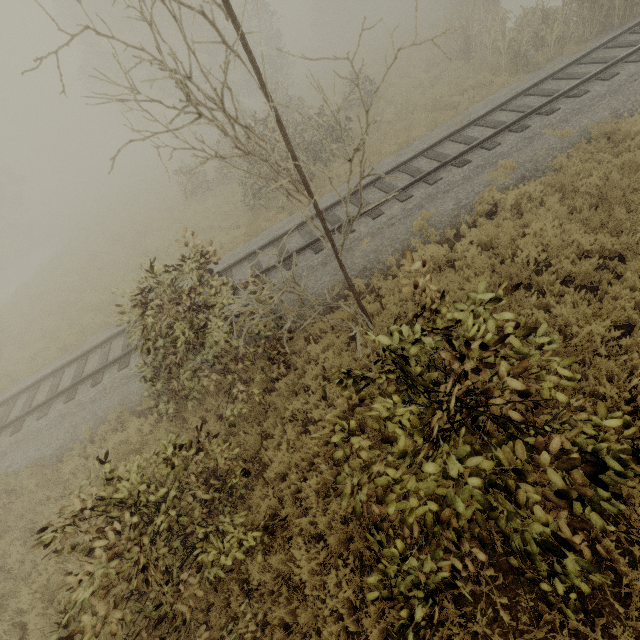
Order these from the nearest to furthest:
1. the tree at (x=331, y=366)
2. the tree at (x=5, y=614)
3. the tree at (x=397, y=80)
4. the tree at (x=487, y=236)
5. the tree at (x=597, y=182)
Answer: the tree at (x=397, y=80) → the tree at (x=331, y=366) → the tree at (x=5, y=614) → the tree at (x=597, y=182) → the tree at (x=487, y=236)

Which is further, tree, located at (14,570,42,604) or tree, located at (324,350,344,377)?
tree, located at (14,570,42,604)

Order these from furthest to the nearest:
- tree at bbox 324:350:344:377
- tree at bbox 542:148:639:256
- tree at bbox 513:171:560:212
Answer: tree at bbox 513:171:560:212 → tree at bbox 542:148:639:256 → tree at bbox 324:350:344:377

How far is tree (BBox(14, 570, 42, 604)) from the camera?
6.2 meters

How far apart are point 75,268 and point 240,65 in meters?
21.0 m

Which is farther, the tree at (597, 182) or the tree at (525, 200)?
the tree at (525, 200)
